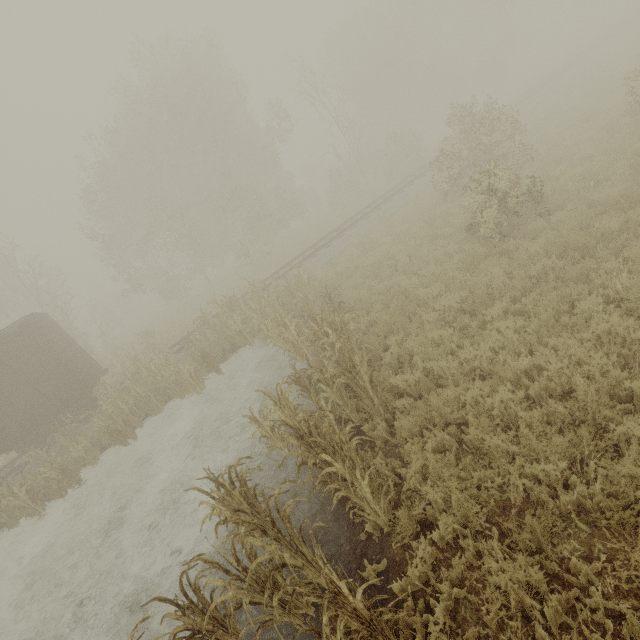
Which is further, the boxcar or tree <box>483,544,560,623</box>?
the boxcar

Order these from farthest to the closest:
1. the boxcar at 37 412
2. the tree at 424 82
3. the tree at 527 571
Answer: the boxcar at 37 412, the tree at 424 82, the tree at 527 571

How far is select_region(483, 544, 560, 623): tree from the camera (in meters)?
3.20

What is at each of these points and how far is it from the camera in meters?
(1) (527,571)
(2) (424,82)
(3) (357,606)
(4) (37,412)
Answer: (1) tree, 3.3 m
(2) tree, 29.7 m
(3) tree, 3.3 m
(4) boxcar, 13.1 m

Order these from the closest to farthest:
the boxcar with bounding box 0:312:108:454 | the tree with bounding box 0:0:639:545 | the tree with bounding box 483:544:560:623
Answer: the tree with bounding box 483:544:560:623 → the tree with bounding box 0:0:639:545 → the boxcar with bounding box 0:312:108:454

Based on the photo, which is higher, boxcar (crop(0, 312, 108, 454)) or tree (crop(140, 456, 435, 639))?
boxcar (crop(0, 312, 108, 454))

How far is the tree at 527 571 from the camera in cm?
320

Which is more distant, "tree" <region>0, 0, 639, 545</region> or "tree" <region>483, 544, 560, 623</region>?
"tree" <region>0, 0, 639, 545</region>
